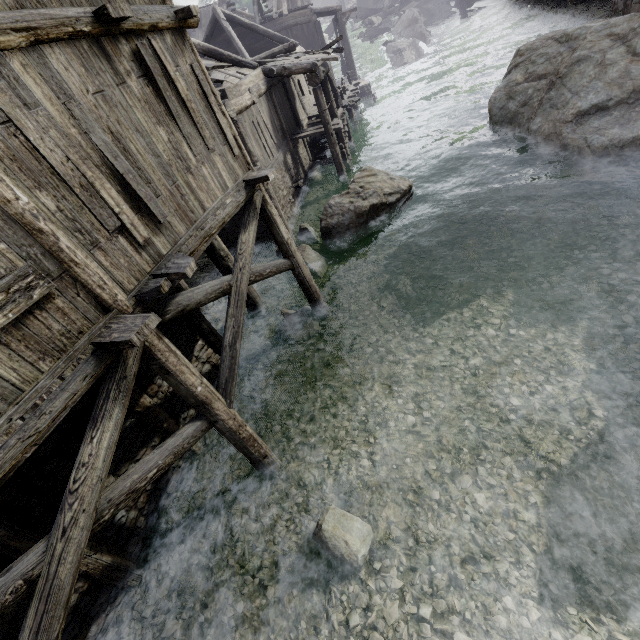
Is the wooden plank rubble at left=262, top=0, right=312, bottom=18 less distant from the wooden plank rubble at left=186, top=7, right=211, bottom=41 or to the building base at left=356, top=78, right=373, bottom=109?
the wooden plank rubble at left=186, top=7, right=211, bottom=41

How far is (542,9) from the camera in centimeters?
2728cm

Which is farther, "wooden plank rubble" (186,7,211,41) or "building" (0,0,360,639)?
"wooden plank rubble" (186,7,211,41)

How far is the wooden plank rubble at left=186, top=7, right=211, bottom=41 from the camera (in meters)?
28.27

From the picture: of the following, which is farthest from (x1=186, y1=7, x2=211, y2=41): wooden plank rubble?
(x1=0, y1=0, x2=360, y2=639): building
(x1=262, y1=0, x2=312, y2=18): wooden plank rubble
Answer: (x1=262, y1=0, x2=312, y2=18): wooden plank rubble

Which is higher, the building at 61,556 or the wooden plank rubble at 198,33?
the wooden plank rubble at 198,33

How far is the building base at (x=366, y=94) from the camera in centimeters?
2616cm

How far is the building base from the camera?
26.2 meters
